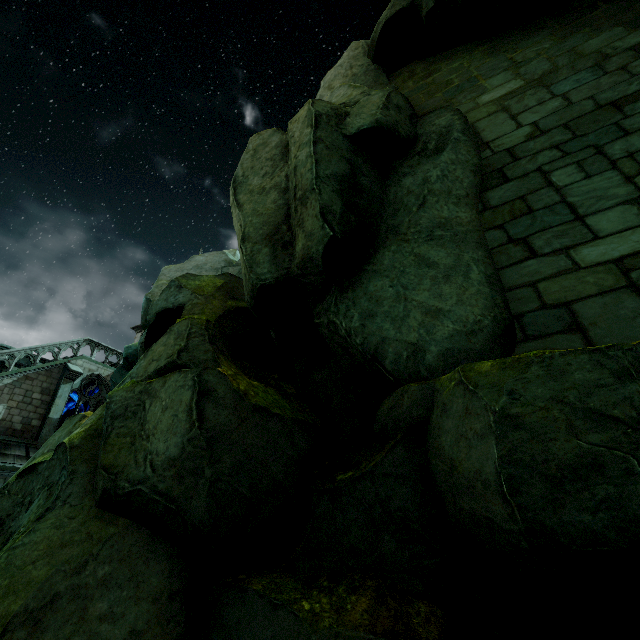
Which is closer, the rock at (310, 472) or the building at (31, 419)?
the rock at (310, 472)

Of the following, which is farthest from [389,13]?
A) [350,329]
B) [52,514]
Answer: [52,514]

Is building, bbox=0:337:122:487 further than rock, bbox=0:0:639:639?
Yes
